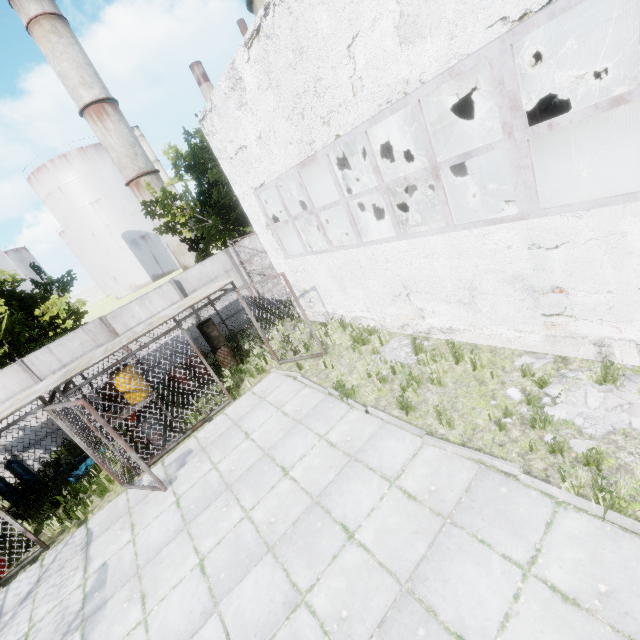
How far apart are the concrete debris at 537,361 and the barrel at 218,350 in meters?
9.1

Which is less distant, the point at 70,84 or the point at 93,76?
the point at 70,84

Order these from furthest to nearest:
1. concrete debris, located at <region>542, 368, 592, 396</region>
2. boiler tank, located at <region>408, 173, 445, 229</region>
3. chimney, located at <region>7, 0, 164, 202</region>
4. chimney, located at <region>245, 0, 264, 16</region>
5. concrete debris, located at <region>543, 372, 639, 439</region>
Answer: chimney, located at <region>7, 0, 164, 202</region>, chimney, located at <region>245, 0, 264, 16</region>, boiler tank, located at <region>408, 173, 445, 229</region>, concrete debris, located at <region>542, 368, 592, 396</region>, concrete debris, located at <region>543, 372, 639, 439</region>

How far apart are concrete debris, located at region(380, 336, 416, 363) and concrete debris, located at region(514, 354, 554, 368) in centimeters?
211cm

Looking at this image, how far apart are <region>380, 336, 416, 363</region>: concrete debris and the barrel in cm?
628

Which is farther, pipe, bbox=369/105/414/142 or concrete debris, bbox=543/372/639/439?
pipe, bbox=369/105/414/142

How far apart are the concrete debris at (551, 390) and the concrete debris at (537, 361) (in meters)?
0.81

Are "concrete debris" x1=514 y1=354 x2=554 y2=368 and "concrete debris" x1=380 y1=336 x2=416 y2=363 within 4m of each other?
yes
